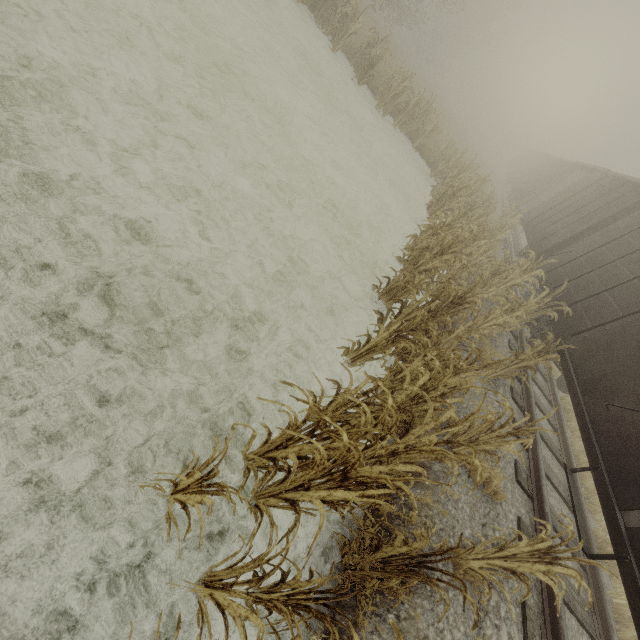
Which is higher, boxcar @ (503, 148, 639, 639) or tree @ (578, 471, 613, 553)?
boxcar @ (503, 148, 639, 639)

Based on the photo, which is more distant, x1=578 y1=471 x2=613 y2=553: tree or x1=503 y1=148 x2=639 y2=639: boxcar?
x1=578 y1=471 x2=613 y2=553: tree

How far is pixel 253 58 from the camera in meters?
8.7 m

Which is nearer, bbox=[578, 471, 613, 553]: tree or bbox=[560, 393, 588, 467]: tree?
bbox=[578, 471, 613, 553]: tree

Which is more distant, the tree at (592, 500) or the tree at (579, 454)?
the tree at (579, 454)

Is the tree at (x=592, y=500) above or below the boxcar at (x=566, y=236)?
below
